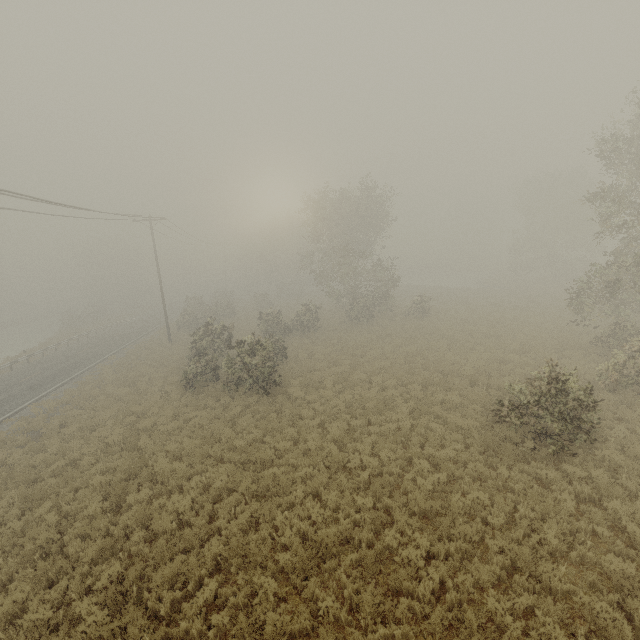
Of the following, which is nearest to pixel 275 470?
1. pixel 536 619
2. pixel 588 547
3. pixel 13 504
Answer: pixel 536 619
